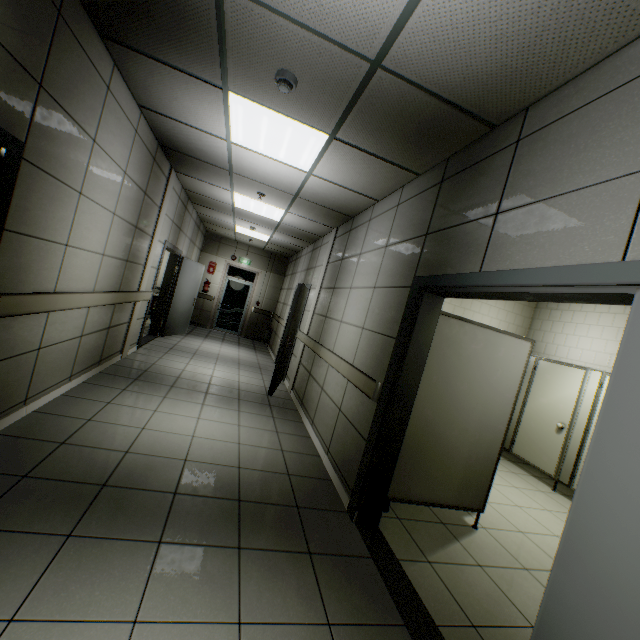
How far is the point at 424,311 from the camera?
2.7m

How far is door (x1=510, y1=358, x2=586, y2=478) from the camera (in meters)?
4.99

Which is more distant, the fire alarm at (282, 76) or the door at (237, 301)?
the door at (237, 301)

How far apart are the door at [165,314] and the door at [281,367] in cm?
264

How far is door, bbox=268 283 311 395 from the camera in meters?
5.6 m

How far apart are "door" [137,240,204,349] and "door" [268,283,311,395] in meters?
2.6 m

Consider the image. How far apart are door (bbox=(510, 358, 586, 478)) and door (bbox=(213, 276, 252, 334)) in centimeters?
908cm

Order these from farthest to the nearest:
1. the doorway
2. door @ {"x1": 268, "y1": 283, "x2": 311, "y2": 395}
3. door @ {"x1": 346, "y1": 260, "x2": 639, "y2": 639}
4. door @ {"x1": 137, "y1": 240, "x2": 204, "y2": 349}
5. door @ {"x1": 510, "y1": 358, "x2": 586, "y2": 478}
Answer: door @ {"x1": 137, "y1": 240, "x2": 204, "y2": 349}
door @ {"x1": 268, "y1": 283, "x2": 311, "y2": 395}
door @ {"x1": 510, "y1": 358, "x2": 586, "y2": 478}
the doorway
door @ {"x1": 346, "y1": 260, "x2": 639, "y2": 639}
